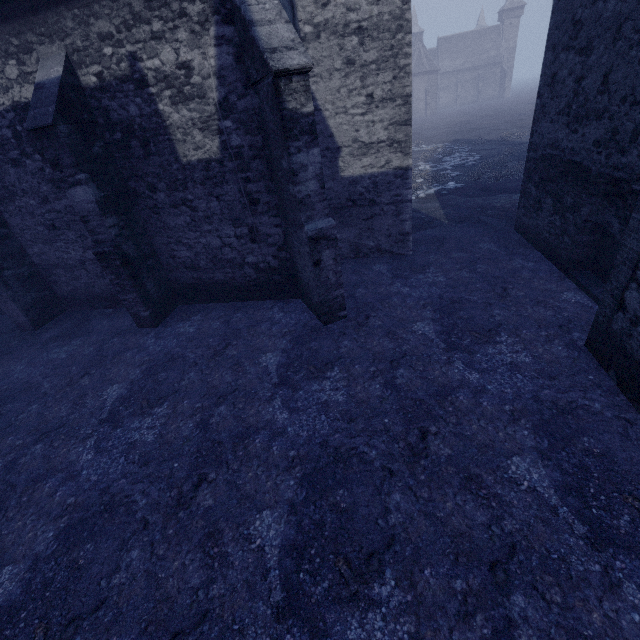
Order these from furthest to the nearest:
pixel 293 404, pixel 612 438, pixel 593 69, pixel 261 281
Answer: pixel 261 281 → pixel 593 69 → pixel 293 404 → pixel 612 438

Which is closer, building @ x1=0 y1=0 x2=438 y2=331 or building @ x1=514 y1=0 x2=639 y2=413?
building @ x1=514 y1=0 x2=639 y2=413

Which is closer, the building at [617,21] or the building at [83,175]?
the building at [617,21]
